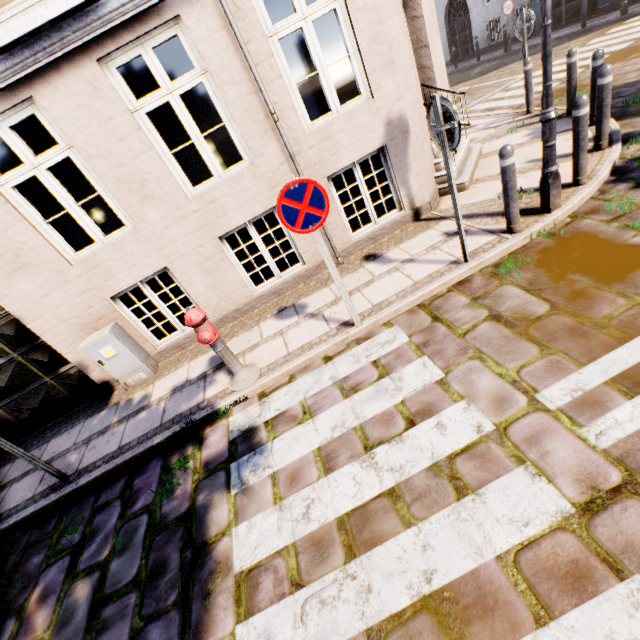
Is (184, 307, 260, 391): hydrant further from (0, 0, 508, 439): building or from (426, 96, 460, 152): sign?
(426, 96, 460, 152): sign

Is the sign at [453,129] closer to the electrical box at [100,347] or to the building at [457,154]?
the building at [457,154]

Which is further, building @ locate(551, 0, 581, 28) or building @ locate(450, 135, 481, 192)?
building @ locate(551, 0, 581, 28)

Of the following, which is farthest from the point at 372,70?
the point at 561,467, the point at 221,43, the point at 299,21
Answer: the point at 561,467

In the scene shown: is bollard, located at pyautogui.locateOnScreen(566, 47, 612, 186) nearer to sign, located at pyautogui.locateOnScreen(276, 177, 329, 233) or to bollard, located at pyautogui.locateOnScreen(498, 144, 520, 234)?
bollard, located at pyautogui.locateOnScreen(498, 144, 520, 234)

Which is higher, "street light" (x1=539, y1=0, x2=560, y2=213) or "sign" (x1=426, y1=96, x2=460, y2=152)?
→ "sign" (x1=426, y1=96, x2=460, y2=152)

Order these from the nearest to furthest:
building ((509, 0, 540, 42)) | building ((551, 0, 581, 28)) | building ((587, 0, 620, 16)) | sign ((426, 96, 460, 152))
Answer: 1. sign ((426, 96, 460, 152))
2. building ((587, 0, 620, 16))
3. building ((551, 0, 581, 28))
4. building ((509, 0, 540, 42))
